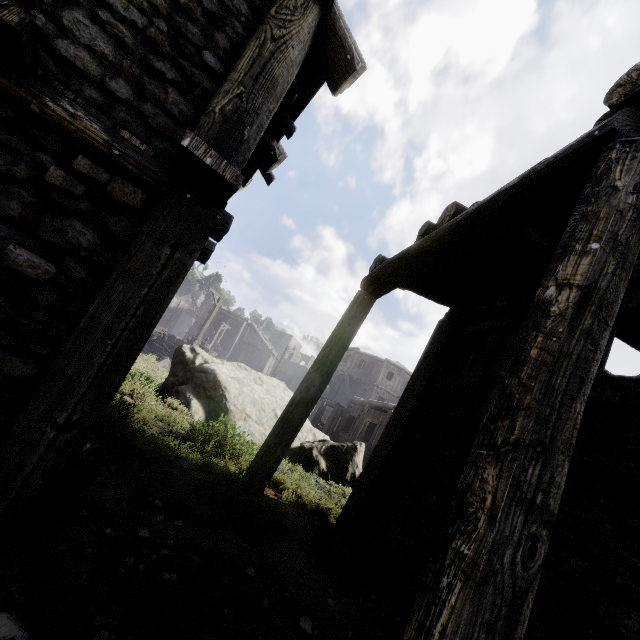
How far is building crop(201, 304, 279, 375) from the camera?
46.59m

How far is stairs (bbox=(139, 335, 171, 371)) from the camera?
19.5 meters

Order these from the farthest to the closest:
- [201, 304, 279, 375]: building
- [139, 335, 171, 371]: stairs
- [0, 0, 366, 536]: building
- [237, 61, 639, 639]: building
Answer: [201, 304, 279, 375]: building → [139, 335, 171, 371]: stairs → [0, 0, 366, 536]: building → [237, 61, 639, 639]: building

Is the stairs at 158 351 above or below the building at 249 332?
below

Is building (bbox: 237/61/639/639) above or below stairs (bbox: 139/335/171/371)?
above

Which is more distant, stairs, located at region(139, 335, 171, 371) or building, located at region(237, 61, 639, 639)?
stairs, located at region(139, 335, 171, 371)

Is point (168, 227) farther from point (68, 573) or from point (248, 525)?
point (248, 525)
